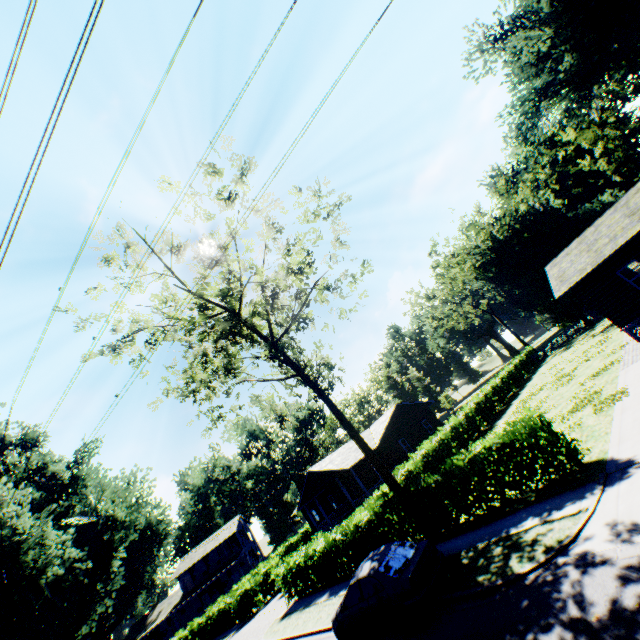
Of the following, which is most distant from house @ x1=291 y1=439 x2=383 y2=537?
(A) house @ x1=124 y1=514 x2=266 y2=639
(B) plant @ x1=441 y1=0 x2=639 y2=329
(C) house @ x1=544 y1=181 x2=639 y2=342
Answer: (C) house @ x1=544 y1=181 x2=639 y2=342

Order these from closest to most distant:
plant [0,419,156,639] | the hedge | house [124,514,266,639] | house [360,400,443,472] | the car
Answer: the car, the hedge, plant [0,419,156,639], house [360,400,443,472], house [124,514,266,639]

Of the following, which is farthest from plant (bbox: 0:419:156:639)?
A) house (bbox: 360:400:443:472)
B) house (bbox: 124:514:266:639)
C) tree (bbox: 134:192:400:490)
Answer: house (bbox: 124:514:266:639)

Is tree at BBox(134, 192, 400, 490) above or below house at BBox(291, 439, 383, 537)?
above

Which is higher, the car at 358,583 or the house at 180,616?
the house at 180,616

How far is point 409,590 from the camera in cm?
861

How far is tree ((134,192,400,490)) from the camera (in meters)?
17.80

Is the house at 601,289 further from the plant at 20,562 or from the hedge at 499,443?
the plant at 20,562
